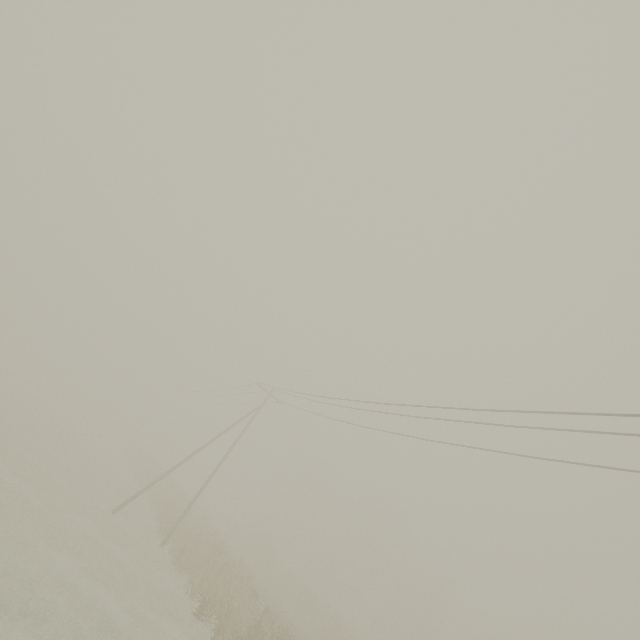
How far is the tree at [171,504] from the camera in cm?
2338

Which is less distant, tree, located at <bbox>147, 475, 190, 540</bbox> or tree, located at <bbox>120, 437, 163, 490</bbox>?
tree, located at <bbox>147, 475, 190, 540</bbox>

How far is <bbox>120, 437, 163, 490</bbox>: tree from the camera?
34.8m

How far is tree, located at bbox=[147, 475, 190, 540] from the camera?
23.38m

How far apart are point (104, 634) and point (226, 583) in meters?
10.1 m

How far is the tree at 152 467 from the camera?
34.85m
